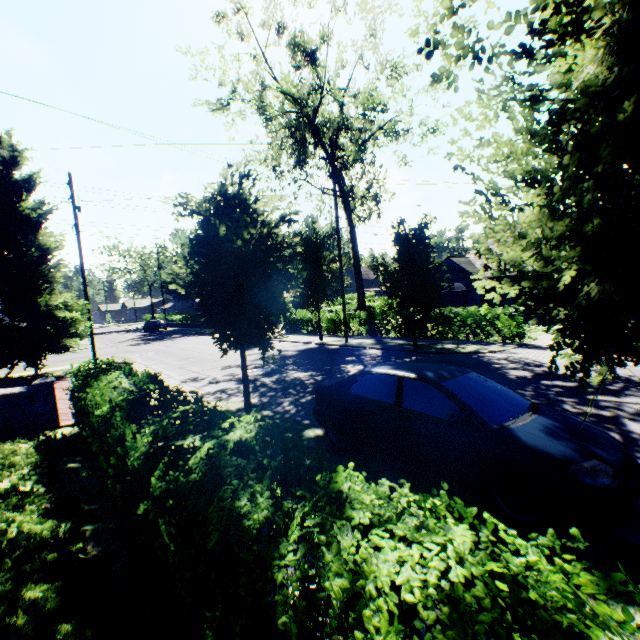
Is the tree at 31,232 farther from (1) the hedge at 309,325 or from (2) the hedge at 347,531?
(2) the hedge at 347,531

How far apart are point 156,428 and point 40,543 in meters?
2.6

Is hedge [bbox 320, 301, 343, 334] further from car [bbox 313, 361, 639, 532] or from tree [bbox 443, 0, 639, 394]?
car [bbox 313, 361, 639, 532]

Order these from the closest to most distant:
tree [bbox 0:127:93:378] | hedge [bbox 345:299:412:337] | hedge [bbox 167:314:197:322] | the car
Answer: the car
tree [bbox 0:127:93:378]
hedge [bbox 345:299:412:337]
hedge [bbox 167:314:197:322]

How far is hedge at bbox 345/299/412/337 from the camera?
19.4m

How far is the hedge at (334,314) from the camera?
23.6 meters

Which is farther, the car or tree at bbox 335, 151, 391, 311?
tree at bbox 335, 151, 391, 311
